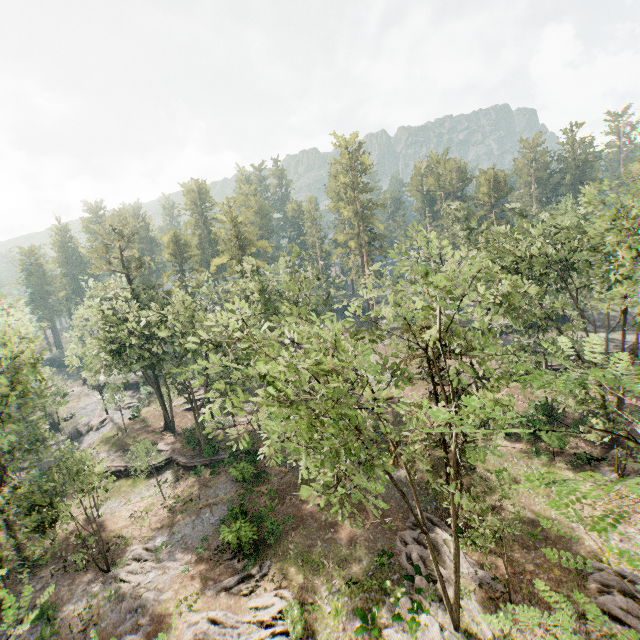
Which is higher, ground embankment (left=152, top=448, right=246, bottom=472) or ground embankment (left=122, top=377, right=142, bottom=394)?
ground embankment (left=122, top=377, right=142, bottom=394)

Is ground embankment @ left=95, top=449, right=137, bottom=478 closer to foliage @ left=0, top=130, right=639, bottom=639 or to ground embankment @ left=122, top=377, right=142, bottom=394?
foliage @ left=0, top=130, right=639, bottom=639

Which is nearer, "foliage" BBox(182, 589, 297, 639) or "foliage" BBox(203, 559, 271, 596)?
"foliage" BBox(182, 589, 297, 639)

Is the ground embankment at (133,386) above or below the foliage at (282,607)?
above

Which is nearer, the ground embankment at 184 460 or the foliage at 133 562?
the foliage at 133 562

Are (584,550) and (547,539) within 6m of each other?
yes

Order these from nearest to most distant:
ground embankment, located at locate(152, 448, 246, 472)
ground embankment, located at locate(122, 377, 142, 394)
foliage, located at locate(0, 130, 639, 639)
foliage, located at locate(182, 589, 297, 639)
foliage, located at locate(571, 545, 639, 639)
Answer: foliage, located at locate(571, 545, 639, 639) < foliage, located at locate(0, 130, 639, 639) < foliage, located at locate(182, 589, 297, 639) < ground embankment, located at locate(152, 448, 246, 472) < ground embankment, located at locate(122, 377, 142, 394)
